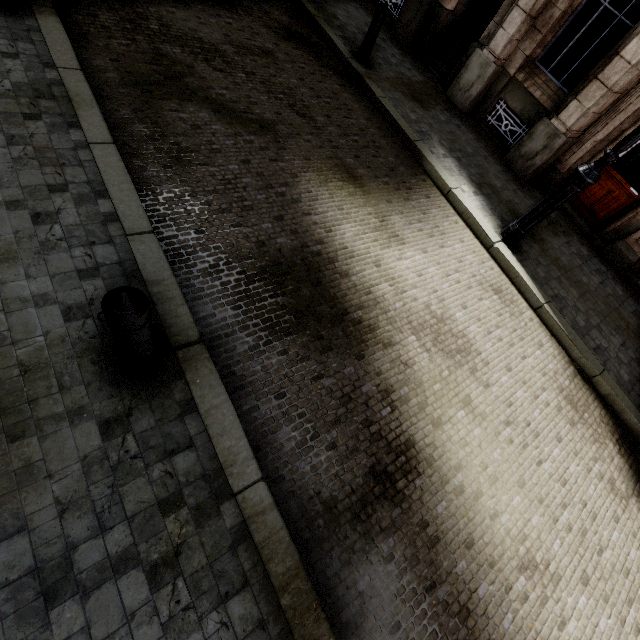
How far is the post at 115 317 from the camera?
1.8m

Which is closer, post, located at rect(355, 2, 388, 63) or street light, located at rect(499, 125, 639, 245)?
street light, located at rect(499, 125, 639, 245)

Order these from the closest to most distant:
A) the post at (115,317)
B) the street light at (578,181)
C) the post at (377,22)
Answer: the post at (115,317) < the street light at (578,181) < the post at (377,22)

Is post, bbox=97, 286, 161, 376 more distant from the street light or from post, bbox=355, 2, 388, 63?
post, bbox=355, 2, 388, 63

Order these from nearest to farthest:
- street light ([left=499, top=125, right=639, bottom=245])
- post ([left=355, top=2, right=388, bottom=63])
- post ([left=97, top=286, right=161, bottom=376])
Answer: post ([left=97, top=286, right=161, bottom=376]) → street light ([left=499, top=125, right=639, bottom=245]) → post ([left=355, top=2, right=388, bottom=63])

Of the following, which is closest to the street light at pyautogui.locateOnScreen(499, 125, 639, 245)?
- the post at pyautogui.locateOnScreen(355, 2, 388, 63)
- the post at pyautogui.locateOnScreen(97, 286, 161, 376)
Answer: the post at pyautogui.locateOnScreen(355, 2, 388, 63)

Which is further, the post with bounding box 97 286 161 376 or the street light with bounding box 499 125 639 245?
the street light with bounding box 499 125 639 245

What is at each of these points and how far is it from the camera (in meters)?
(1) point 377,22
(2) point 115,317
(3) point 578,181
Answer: (1) post, 6.31
(2) post, 1.79
(3) street light, 4.53
